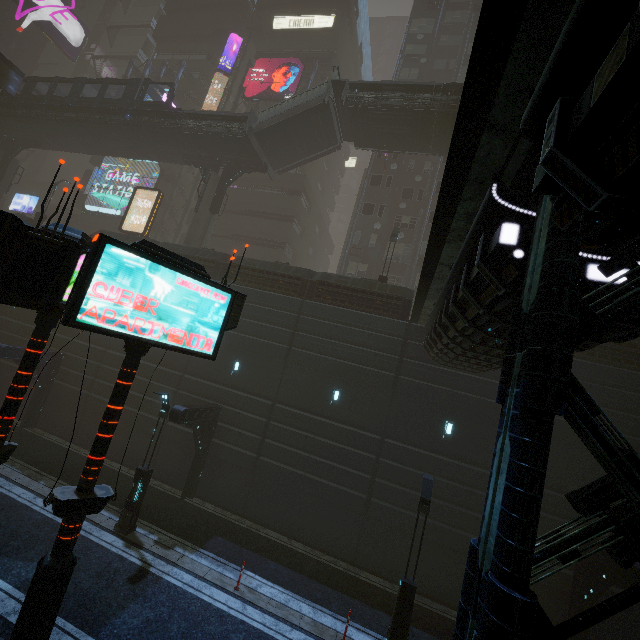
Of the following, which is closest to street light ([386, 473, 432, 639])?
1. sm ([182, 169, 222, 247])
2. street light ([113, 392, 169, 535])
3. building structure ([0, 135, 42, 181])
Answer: street light ([113, 392, 169, 535])

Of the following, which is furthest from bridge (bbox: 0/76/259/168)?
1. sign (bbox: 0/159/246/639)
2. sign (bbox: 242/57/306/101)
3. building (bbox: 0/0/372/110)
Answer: sign (bbox: 0/159/246/639)

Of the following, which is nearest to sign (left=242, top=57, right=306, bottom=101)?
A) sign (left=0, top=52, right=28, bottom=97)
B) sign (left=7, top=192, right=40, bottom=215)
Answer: sign (left=0, top=52, right=28, bottom=97)

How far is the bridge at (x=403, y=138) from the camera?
20.23m

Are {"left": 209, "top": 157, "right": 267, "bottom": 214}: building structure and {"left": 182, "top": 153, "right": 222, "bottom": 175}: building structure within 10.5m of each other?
yes

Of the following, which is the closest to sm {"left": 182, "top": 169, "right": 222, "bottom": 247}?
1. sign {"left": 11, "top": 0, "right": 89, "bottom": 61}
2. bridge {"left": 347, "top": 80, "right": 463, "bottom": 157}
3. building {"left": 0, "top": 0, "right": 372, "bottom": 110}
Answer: building {"left": 0, "top": 0, "right": 372, "bottom": 110}

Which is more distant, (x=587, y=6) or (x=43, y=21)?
(x=43, y=21)

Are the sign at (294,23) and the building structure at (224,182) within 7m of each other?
no
